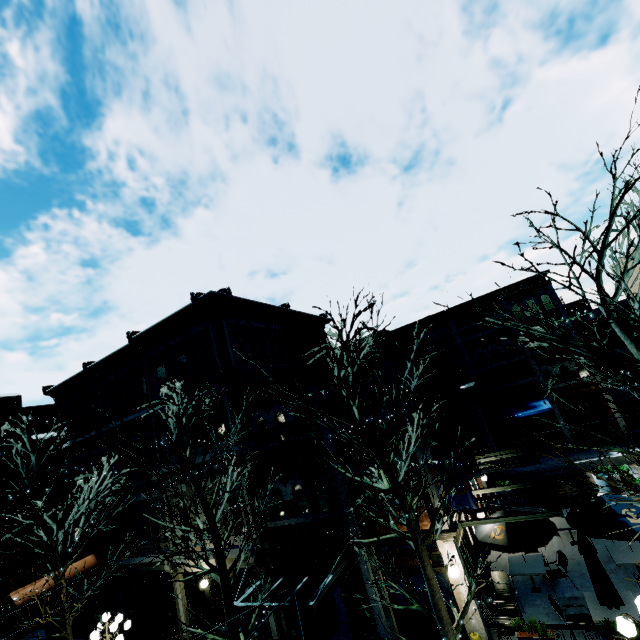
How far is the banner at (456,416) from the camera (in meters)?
10.01

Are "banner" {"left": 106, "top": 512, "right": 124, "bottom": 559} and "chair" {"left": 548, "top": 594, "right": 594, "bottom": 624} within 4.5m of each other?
no

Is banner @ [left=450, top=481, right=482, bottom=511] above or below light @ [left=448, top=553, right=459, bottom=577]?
above

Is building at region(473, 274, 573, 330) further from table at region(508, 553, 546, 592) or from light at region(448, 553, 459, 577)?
table at region(508, 553, 546, 592)

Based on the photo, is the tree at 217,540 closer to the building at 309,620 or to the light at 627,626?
the building at 309,620

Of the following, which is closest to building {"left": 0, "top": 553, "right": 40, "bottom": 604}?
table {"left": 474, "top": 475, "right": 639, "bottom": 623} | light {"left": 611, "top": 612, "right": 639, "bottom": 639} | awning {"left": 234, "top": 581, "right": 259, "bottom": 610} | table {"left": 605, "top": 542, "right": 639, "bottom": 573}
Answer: awning {"left": 234, "top": 581, "right": 259, "bottom": 610}

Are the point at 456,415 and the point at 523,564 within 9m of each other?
yes

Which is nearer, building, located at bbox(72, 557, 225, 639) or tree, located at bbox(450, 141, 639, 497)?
tree, located at bbox(450, 141, 639, 497)
